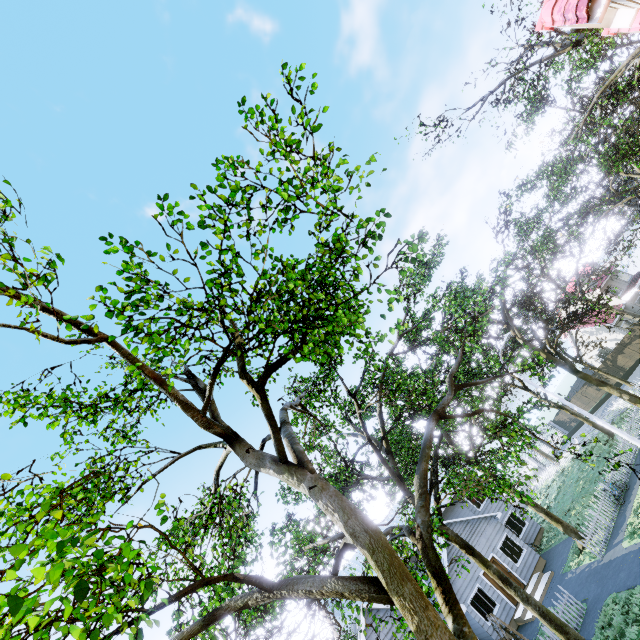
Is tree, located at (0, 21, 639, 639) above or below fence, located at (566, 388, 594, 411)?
above

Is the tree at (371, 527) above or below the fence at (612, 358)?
above

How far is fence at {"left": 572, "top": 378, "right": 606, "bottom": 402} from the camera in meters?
38.2

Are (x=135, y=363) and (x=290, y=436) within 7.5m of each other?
yes

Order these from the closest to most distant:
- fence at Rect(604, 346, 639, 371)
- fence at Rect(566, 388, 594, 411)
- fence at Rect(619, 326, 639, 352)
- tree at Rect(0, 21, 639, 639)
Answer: tree at Rect(0, 21, 639, 639) < fence at Rect(619, 326, 639, 352) < fence at Rect(604, 346, 639, 371) < fence at Rect(566, 388, 594, 411)
